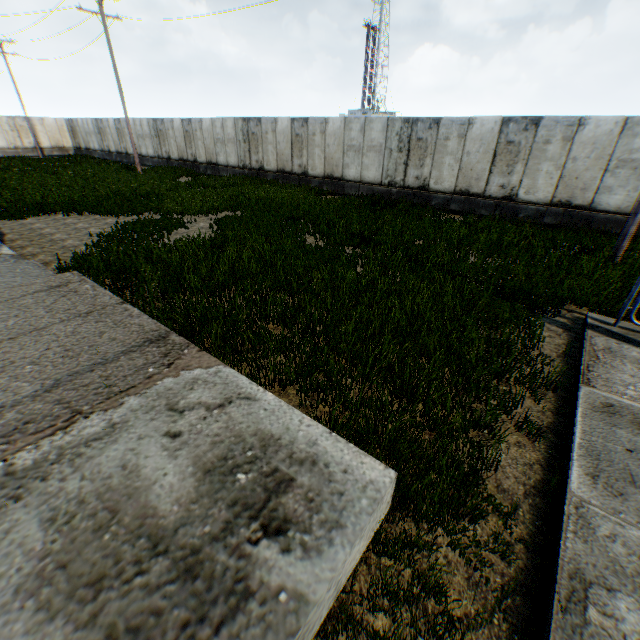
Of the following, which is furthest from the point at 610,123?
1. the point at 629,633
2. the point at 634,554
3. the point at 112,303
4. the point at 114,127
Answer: the point at 114,127
